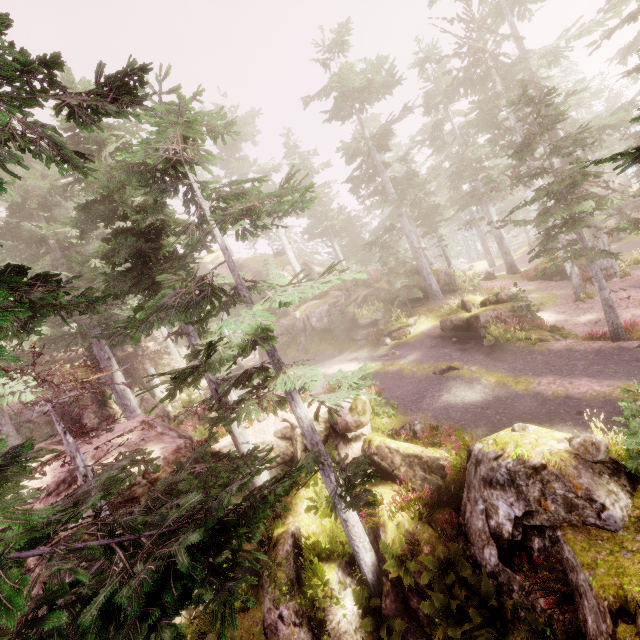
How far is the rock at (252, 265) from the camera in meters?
39.0

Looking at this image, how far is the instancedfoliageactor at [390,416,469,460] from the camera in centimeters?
1152cm

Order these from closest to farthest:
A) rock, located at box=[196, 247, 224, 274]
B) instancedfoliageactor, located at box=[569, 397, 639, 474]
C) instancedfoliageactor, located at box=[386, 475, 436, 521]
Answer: instancedfoliageactor, located at box=[569, 397, 639, 474] < instancedfoliageactor, located at box=[386, 475, 436, 521] < rock, located at box=[196, 247, 224, 274]

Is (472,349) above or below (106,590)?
below

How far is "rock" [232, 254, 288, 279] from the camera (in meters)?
38.97

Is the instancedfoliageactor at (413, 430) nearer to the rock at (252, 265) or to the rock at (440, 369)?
the rock at (252, 265)

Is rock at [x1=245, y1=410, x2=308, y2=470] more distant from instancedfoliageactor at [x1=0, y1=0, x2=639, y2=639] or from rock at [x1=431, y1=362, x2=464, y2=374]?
rock at [x1=431, y1=362, x2=464, y2=374]
